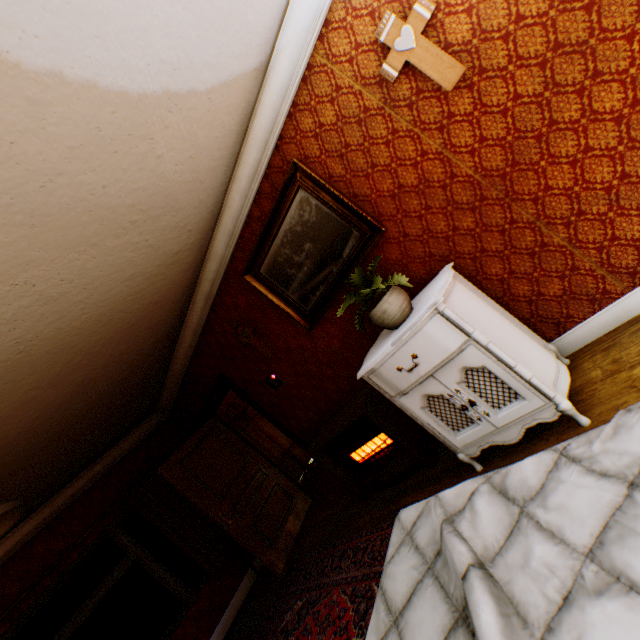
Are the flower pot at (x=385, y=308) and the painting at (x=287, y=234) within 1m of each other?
yes

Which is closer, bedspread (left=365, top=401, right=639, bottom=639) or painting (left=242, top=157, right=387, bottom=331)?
bedspread (left=365, top=401, right=639, bottom=639)

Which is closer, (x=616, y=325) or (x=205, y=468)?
(x=616, y=325)

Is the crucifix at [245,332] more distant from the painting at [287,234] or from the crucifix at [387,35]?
the crucifix at [387,35]

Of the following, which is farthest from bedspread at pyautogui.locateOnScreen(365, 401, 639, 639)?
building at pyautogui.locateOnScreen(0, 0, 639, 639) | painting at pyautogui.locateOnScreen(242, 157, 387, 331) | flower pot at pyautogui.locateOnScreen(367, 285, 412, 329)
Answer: painting at pyautogui.locateOnScreen(242, 157, 387, 331)

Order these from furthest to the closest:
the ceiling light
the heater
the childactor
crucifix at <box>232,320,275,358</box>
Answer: the childactor < crucifix at <box>232,320,275,358</box> < the heater < the ceiling light

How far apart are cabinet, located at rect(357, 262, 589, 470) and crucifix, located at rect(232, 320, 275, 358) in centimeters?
146cm

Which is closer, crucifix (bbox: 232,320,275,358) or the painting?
the painting
